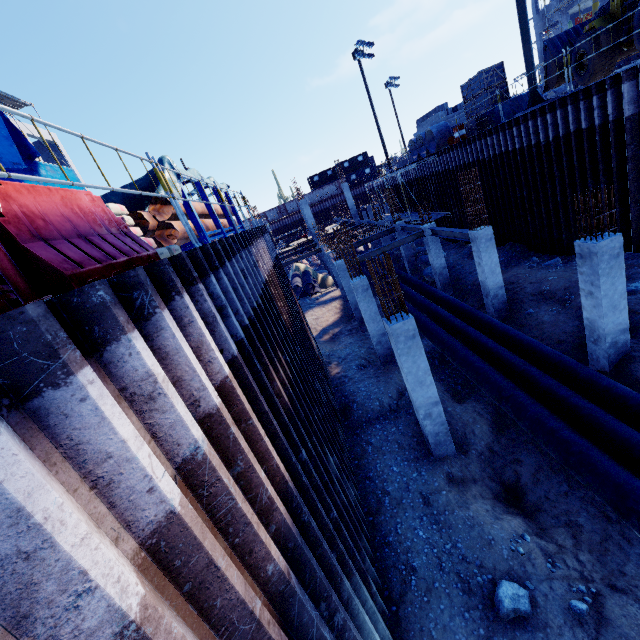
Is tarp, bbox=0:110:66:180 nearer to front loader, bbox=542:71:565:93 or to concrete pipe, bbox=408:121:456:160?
concrete pipe, bbox=408:121:456:160

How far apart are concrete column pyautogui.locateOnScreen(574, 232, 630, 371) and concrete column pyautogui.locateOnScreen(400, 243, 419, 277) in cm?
1434

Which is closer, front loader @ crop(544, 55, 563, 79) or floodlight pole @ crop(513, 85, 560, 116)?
floodlight pole @ crop(513, 85, 560, 116)

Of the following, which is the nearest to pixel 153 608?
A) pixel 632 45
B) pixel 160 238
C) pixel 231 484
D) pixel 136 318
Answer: pixel 231 484

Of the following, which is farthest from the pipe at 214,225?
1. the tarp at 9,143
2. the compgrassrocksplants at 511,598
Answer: the tarp at 9,143

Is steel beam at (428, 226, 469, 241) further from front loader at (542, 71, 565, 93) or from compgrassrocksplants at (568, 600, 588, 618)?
compgrassrocksplants at (568, 600, 588, 618)

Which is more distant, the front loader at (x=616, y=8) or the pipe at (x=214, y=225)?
the front loader at (x=616, y=8)

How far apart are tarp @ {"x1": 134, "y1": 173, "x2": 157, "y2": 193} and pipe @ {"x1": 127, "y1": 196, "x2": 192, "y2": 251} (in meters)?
0.01
